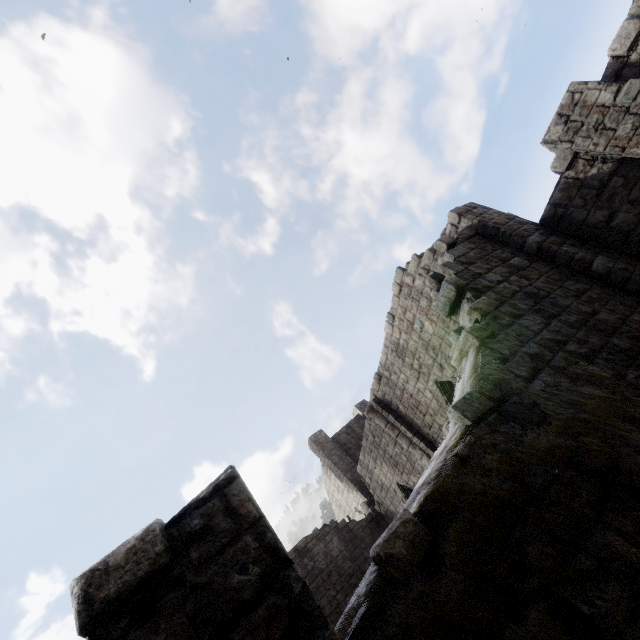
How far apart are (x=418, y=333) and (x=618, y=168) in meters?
7.0 m
